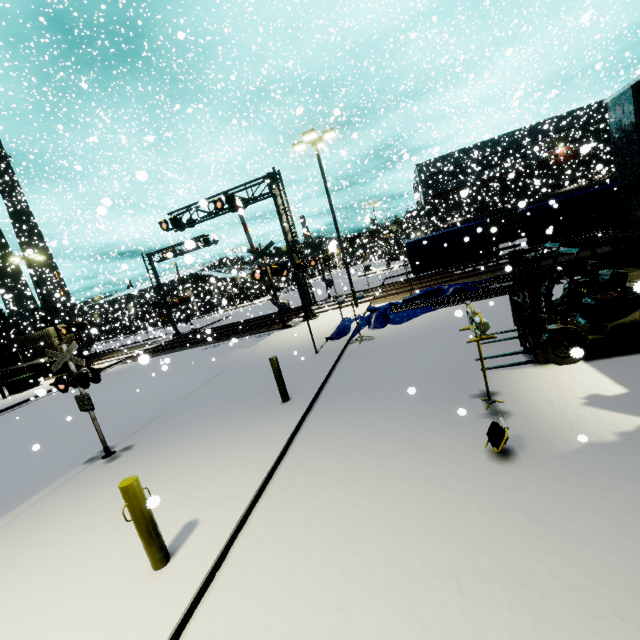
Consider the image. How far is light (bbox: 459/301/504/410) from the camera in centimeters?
489cm

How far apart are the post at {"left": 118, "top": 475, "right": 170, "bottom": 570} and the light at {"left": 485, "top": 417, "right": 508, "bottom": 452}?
4.3m

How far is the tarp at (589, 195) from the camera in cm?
1462

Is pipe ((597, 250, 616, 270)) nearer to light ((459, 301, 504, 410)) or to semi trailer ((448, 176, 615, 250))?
semi trailer ((448, 176, 615, 250))

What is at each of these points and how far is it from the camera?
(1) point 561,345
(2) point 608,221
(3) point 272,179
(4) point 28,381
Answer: (1) forklift, 6.22m
(2) ceiling beam support, 8.48m
(3) railroad crossing overhang, 18.48m
(4) electrical box, 23.56m

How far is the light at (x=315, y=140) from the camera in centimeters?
1695cm

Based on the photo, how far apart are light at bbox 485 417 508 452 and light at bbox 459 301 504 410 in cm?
99

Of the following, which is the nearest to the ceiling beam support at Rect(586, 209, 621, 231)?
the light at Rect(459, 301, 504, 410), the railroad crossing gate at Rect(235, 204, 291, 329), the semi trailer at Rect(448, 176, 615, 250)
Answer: the semi trailer at Rect(448, 176, 615, 250)
